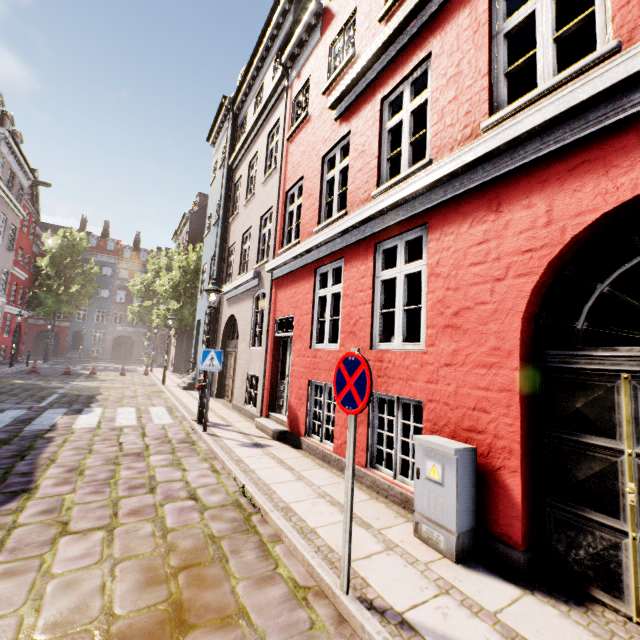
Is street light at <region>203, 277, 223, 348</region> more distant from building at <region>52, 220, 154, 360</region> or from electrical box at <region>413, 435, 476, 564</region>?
electrical box at <region>413, 435, 476, 564</region>

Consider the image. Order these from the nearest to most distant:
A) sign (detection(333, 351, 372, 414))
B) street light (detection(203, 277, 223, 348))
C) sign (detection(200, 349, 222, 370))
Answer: sign (detection(333, 351, 372, 414)), sign (detection(200, 349, 222, 370)), street light (detection(203, 277, 223, 348))

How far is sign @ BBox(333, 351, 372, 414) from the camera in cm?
259

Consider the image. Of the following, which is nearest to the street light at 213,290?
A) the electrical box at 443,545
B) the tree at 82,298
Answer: the electrical box at 443,545

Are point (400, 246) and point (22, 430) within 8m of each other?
no

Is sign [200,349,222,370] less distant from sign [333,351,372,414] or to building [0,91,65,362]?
building [0,91,65,362]

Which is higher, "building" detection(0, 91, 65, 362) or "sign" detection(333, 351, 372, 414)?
"building" detection(0, 91, 65, 362)

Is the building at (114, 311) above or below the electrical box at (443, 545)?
above
